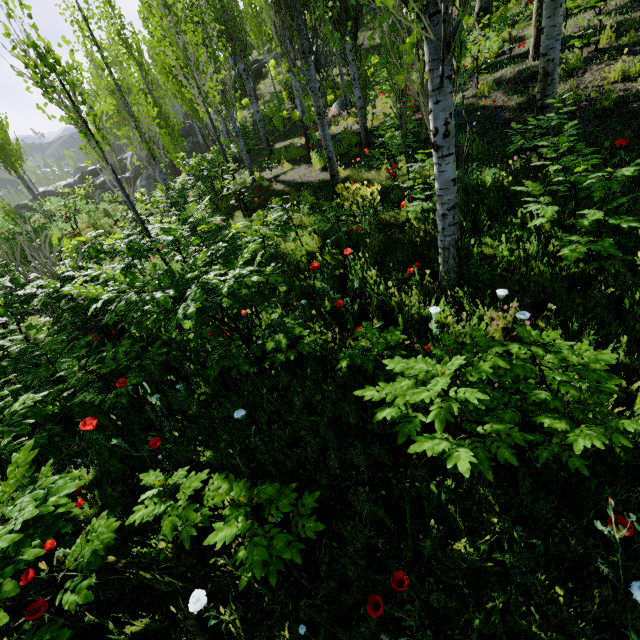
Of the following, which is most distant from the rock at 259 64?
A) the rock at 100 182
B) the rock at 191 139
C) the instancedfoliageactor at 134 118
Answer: the rock at 100 182

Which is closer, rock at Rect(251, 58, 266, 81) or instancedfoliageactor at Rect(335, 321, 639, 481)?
instancedfoliageactor at Rect(335, 321, 639, 481)

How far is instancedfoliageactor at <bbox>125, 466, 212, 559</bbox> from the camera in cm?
209

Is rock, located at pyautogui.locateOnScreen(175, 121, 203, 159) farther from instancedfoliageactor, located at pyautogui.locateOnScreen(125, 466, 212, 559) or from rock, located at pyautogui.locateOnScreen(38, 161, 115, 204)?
rock, located at pyautogui.locateOnScreen(38, 161, 115, 204)

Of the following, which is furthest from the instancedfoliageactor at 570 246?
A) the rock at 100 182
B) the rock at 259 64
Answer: the rock at 259 64

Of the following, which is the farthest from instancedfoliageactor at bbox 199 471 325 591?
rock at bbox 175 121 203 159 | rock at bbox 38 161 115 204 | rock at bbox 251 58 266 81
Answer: rock at bbox 175 121 203 159

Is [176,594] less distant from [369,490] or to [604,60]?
[369,490]

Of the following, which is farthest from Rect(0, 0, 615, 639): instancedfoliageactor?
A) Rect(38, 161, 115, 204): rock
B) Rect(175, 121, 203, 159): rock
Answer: Rect(175, 121, 203, 159): rock
